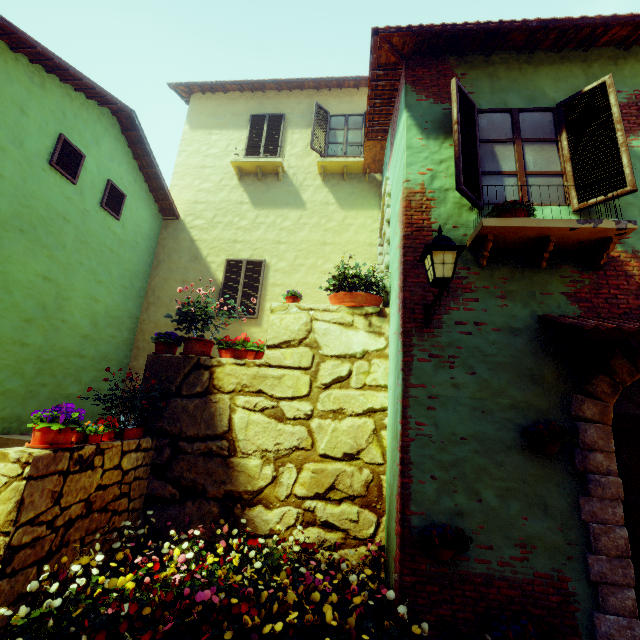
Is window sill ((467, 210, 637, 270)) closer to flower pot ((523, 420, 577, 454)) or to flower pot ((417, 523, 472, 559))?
flower pot ((523, 420, 577, 454))

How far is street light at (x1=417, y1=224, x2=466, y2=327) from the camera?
3.09m

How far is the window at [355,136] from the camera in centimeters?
934cm

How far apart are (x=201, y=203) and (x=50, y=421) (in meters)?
7.57

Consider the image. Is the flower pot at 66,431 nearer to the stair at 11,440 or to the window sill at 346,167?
the stair at 11,440

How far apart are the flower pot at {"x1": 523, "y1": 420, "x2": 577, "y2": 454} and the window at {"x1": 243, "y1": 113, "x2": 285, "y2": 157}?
9.3m

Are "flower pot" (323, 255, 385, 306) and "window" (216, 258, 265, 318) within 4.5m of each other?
yes

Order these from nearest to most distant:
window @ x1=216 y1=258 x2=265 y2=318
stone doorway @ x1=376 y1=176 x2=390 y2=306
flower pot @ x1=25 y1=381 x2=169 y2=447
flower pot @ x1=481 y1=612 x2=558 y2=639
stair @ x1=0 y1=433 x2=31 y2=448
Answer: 1. flower pot @ x1=481 y1=612 x2=558 y2=639
2. flower pot @ x1=25 y1=381 x2=169 y2=447
3. stair @ x1=0 y1=433 x2=31 y2=448
4. stone doorway @ x1=376 y1=176 x2=390 y2=306
5. window @ x1=216 y1=258 x2=265 y2=318
